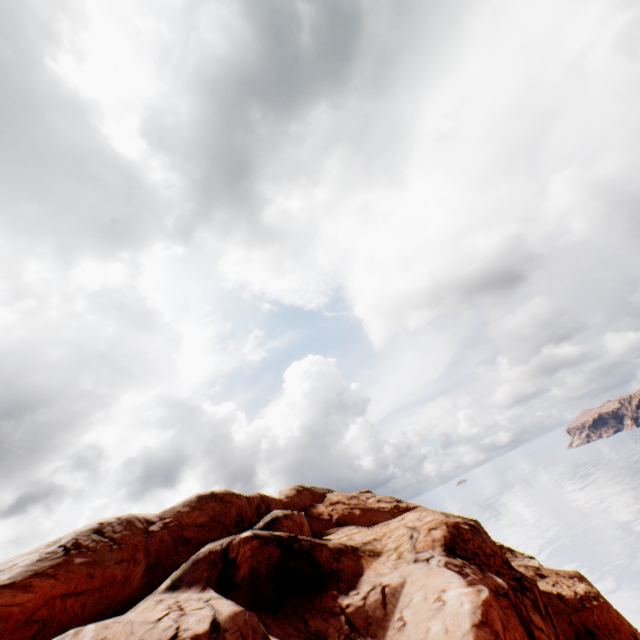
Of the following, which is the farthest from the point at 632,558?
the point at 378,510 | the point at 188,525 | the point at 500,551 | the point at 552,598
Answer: the point at 188,525
